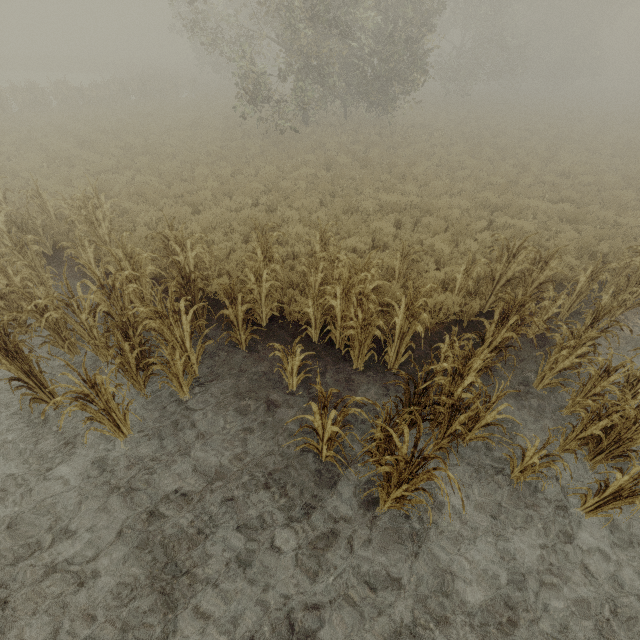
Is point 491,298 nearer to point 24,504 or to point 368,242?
point 368,242
